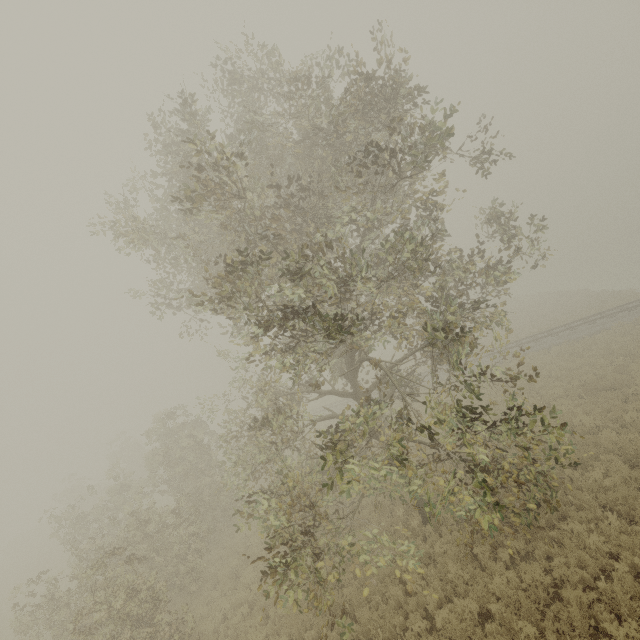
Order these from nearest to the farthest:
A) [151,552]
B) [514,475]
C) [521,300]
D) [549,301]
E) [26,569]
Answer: [514,475]
[151,552]
[26,569]
[549,301]
[521,300]
